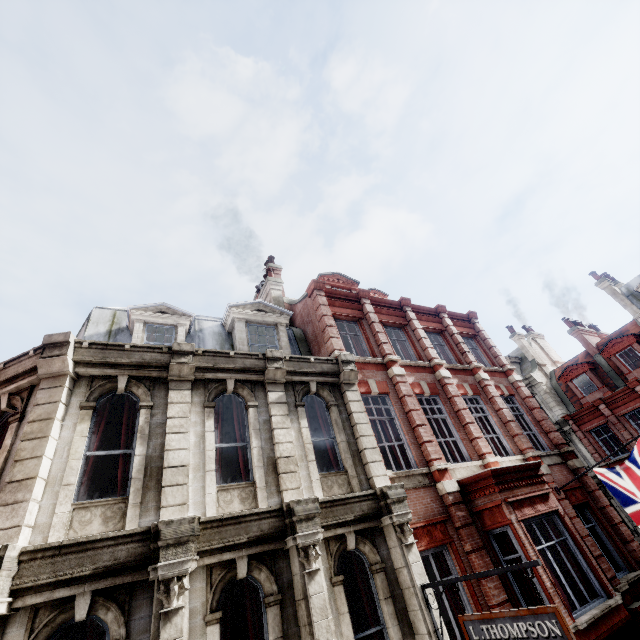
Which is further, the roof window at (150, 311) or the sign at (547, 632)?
the roof window at (150, 311)

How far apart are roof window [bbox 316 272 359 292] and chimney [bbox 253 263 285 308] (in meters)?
1.89

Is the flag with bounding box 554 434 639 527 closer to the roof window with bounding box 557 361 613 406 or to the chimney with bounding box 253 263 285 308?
the chimney with bounding box 253 263 285 308

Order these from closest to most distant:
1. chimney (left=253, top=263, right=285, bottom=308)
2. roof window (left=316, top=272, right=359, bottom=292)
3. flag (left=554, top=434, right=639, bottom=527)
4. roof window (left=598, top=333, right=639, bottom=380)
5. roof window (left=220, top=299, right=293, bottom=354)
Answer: flag (left=554, top=434, right=639, bottom=527) < roof window (left=220, top=299, right=293, bottom=354) < chimney (left=253, top=263, right=285, bottom=308) < roof window (left=316, top=272, right=359, bottom=292) < roof window (left=598, top=333, right=639, bottom=380)

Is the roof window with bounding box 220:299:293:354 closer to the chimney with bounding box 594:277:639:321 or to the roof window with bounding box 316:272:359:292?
A: the roof window with bounding box 316:272:359:292

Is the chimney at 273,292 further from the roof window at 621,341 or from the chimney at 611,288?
the chimney at 611,288

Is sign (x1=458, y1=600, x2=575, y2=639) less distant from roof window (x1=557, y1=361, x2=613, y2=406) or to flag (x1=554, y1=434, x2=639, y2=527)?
flag (x1=554, y1=434, x2=639, y2=527)

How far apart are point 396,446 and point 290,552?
4.70m
